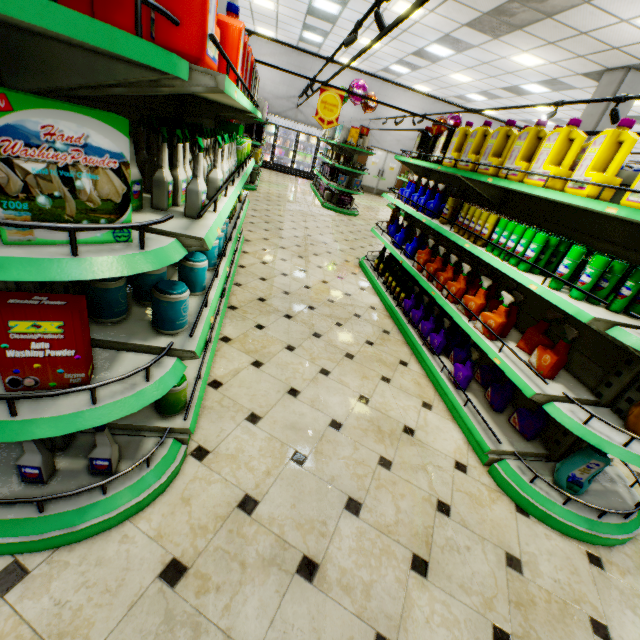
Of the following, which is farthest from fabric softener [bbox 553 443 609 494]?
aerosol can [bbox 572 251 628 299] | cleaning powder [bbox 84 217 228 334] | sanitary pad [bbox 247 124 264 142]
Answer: sanitary pad [bbox 247 124 264 142]

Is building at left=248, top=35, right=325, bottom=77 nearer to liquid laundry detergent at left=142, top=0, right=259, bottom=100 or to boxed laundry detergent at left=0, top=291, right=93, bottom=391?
boxed laundry detergent at left=0, top=291, right=93, bottom=391

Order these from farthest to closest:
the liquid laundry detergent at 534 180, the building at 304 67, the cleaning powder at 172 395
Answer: the building at 304 67
the liquid laundry detergent at 534 180
the cleaning powder at 172 395

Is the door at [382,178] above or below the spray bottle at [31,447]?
above

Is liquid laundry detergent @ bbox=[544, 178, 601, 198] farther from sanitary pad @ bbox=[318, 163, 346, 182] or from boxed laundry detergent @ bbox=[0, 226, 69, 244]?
sanitary pad @ bbox=[318, 163, 346, 182]

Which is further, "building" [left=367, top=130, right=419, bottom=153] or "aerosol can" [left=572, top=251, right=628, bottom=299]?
"building" [left=367, top=130, right=419, bottom=153]

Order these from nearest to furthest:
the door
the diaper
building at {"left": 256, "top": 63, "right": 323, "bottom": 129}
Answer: the diaper, building at {"left": 256, "top": 63, "right": 323, "bottom": 129}, the door

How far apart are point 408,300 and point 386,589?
3.2 meters
